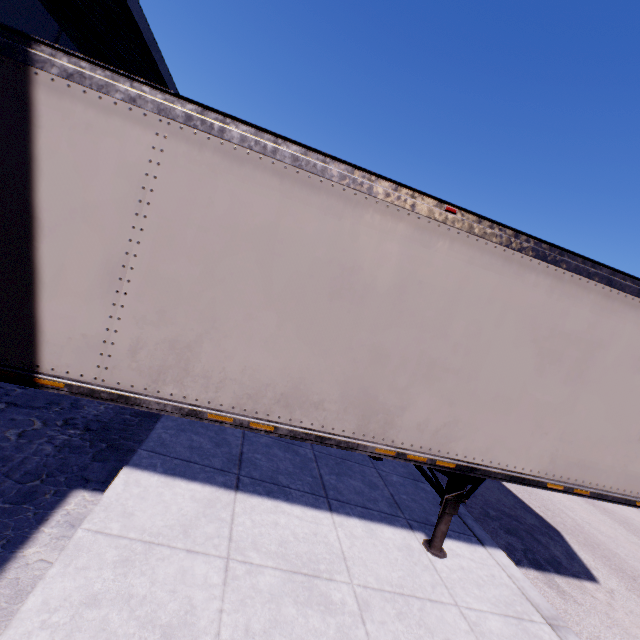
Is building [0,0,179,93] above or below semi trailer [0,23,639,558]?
above

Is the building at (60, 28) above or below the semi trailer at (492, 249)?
above

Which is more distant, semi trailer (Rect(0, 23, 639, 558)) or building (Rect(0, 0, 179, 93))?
building (Rect(0, 0, 179, 93))

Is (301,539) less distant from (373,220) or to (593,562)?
(373,220)

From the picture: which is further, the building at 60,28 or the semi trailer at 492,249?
the building at 60,28
